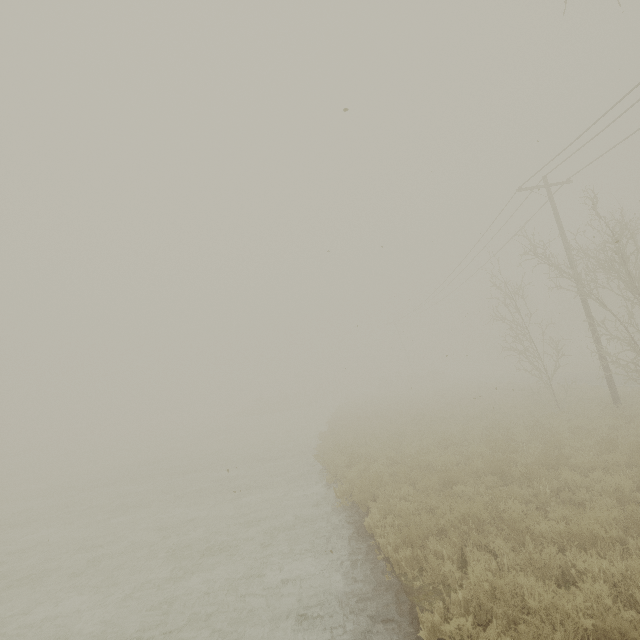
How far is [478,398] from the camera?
26.22m
